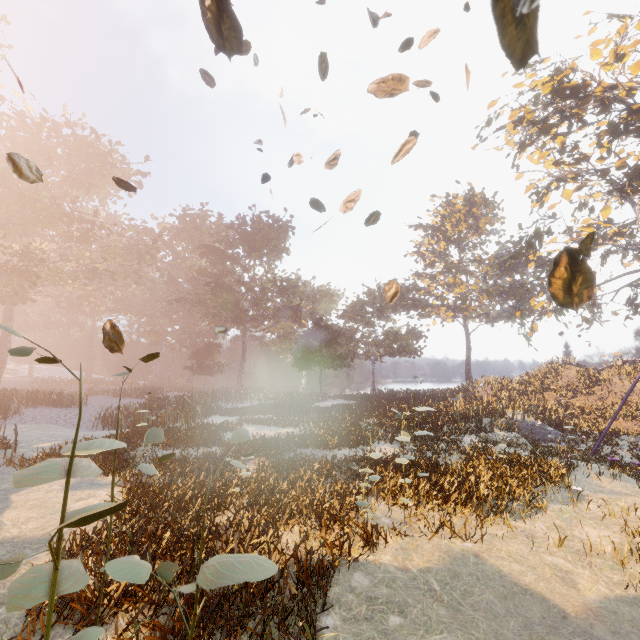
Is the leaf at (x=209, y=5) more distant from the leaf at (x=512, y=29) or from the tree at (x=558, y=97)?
the tree at (x=558, y=97)

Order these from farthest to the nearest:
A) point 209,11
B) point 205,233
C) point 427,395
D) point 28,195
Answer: point 205,233, point 427,395, point 28,195, point 209,11

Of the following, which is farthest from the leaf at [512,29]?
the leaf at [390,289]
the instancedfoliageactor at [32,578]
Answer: the instancedfoliageactor at [32,578]

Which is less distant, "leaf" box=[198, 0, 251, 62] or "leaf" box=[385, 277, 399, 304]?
"leaf" box=[198, 0, 251, 62]

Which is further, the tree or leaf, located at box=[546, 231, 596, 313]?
the tree

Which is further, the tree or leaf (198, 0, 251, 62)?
the tree

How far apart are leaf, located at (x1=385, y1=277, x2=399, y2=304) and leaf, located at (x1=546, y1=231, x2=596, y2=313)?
1.3 meters

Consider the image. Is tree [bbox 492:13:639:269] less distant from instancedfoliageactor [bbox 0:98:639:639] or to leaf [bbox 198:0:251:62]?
instancedfoliageactor [bbox 0:98:639:639]
